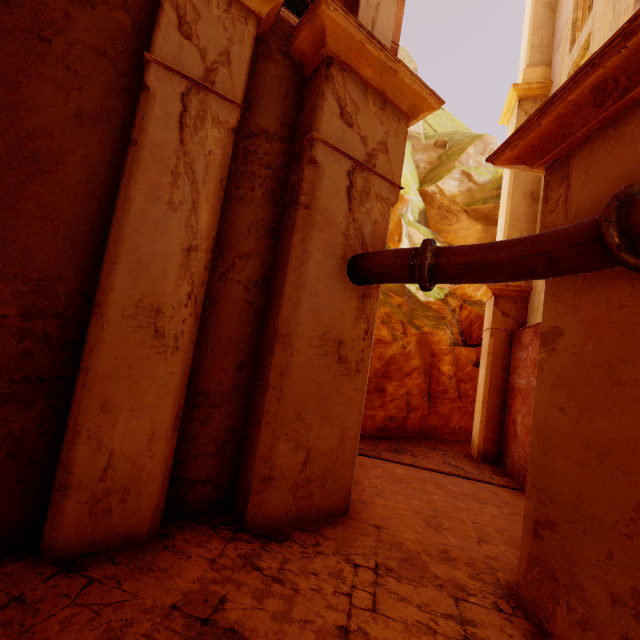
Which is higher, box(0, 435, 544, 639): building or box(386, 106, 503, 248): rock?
box(386, 106, 503, 248): rock

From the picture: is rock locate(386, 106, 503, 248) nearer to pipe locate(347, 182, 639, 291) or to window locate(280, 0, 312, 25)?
pipe locate(347, 182, 639, 291)

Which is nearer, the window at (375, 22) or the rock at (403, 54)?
the window at (375, 22)

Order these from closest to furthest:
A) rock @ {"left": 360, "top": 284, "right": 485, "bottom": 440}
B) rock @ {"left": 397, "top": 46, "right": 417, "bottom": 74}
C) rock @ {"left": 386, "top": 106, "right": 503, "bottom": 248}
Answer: rock @ {"left": 360, "top": 284, "right": 485, "bottom": 440}, rock @ {"left": 386, "top": 106, "right": 503, "bottom": 248}, rock @ {"left": 397, "top": 46, "right": 417, "bottom": 74}

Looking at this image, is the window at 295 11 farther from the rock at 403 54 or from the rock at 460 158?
the rock at 403 54

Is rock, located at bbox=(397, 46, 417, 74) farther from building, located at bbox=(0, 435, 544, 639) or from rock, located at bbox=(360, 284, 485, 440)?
building, located at bbox=(0, 435, 544, 639)

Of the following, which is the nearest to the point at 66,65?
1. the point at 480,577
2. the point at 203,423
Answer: the point at 203,423

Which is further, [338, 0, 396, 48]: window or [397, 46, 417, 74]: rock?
[397, 46, 417, 74]: rock
